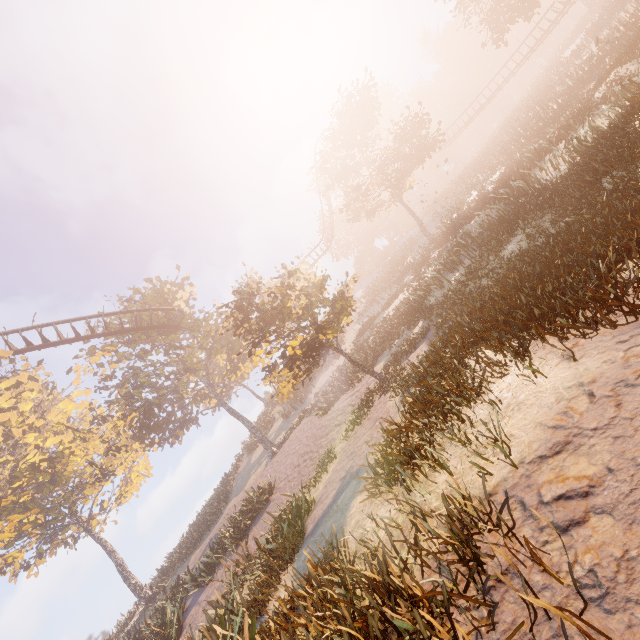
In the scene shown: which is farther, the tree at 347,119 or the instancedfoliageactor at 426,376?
the tree at 347,119

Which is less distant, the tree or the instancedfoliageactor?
the instancedfoliageactor

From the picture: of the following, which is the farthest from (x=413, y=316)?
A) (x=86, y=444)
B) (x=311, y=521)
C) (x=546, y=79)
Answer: (x=546, y=79)

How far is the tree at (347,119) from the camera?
27.2 meters

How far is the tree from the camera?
27.2 meters
